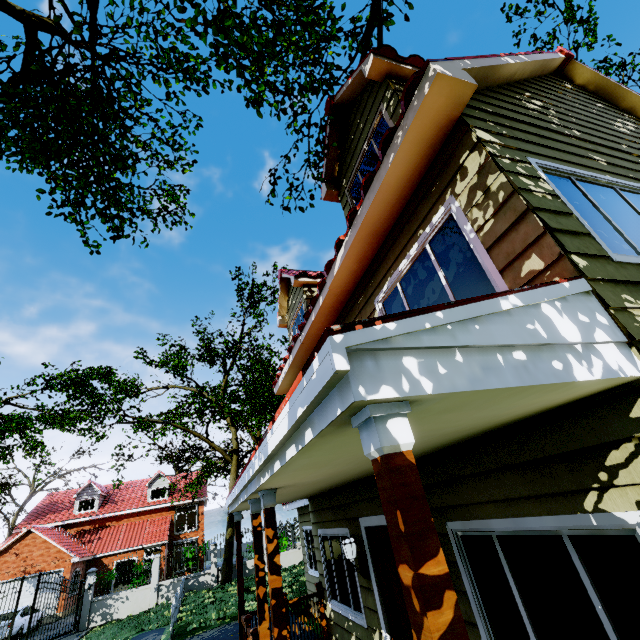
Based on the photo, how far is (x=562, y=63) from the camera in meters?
6.2

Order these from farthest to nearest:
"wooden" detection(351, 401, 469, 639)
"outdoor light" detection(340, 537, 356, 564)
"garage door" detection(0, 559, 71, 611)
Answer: "garage door" detection(0, 559, 71, 611)
"outdoor light" detection(340, 537, 356, 564)
"wooden" detection(351, 401, 469, 639)

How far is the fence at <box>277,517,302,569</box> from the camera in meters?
21.0

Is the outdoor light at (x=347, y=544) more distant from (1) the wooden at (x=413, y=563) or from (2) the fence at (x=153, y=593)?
(2) the fence at (x=153, y=593)

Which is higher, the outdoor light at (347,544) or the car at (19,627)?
the outdoor light at (347,544)

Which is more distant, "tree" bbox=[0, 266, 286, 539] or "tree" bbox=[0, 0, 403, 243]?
"tree" bbox=[0, 266, 286, 539]

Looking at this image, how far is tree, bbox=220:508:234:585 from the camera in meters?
18.8 m

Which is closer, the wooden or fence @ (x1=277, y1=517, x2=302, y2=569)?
the wooden
